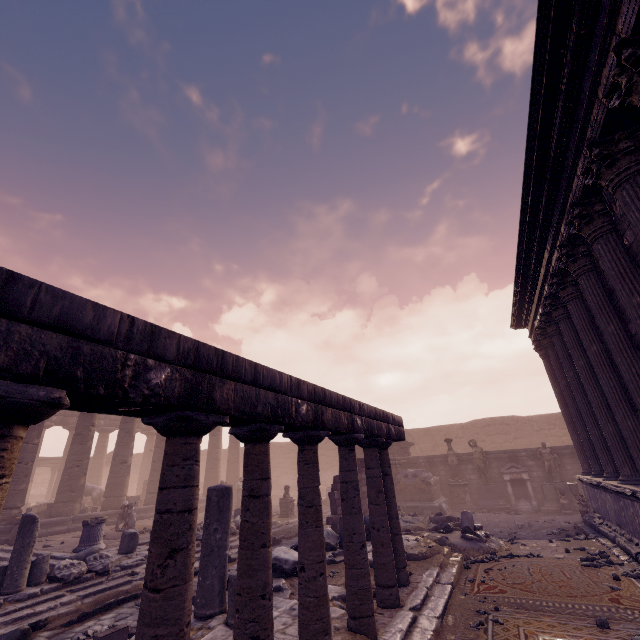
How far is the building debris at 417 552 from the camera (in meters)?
7.46

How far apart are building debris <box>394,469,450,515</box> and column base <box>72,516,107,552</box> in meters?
12.0 m

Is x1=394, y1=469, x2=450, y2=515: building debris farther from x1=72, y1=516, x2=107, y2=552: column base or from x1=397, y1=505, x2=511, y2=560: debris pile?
x1=72, y1=516, x2=107, y2=552: column base

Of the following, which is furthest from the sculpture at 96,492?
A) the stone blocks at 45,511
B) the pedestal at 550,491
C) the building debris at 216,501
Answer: the pedestal at 550,491

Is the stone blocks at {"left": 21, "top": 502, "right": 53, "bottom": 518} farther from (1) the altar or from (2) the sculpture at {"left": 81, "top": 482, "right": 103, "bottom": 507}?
(1) the altar

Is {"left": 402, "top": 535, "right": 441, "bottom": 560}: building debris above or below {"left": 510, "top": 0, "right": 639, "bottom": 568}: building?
A: below

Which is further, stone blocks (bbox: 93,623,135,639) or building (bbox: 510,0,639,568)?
stone blocks (bbox: 93,623,135,639)

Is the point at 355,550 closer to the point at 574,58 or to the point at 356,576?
the point at 356,576
